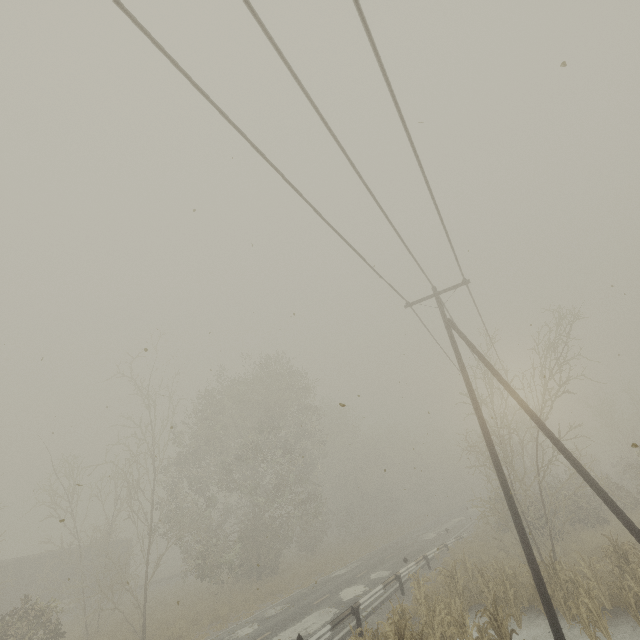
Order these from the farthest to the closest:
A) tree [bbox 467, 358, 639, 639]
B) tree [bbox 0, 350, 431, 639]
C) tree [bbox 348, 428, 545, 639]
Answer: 1. tree [bbox 0, 350, 431, 639]
2. tree [bbox 467, 358, 639, 639]
3. tree [bbox 348, 428, 545, 639]

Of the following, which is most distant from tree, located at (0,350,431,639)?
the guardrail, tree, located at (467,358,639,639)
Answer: tree, located at (467,358,639,639)

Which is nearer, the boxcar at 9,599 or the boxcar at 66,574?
the boxcar at 9,599

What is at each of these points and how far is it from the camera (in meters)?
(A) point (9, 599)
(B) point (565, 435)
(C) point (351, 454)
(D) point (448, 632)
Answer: (A) boxcar, 25.50
(B) tree, 15.66
(C) tree, 52.31
(D) tree, 9.41

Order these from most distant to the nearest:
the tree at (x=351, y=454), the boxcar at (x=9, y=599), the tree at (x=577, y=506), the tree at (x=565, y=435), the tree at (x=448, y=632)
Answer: the boxcar at (x=9, y=599) < the tree at (x=351, y=454) < the tree at (x=565, y=435) < the tree at (x=577, y=506) < the tree at (x=448, y=632)

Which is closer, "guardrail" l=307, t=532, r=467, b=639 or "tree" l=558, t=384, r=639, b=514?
"guardrail" l=307, t=532, r=467, b=639

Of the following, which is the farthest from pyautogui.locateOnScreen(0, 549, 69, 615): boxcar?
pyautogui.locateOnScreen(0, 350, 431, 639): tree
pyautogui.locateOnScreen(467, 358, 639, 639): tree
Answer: pyautogui.locateOnScreen(467, 358, 639, 639): tree

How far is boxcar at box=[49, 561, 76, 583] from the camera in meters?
28.4
